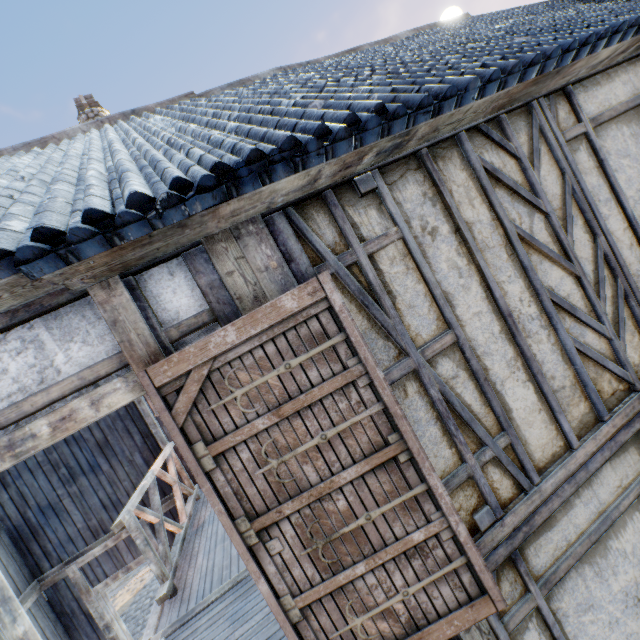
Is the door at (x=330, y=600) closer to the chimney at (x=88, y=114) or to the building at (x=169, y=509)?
the building at (x=169, y=509)

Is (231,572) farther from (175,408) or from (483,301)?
(483,301)

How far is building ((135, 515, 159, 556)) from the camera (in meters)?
6.63

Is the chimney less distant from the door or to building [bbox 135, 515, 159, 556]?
building [bbox 135, 515, 159, 556]

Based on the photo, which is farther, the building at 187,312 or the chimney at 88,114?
the chimney at 88,114

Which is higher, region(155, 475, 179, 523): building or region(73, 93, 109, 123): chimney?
region(73, 93, 109, 123): chimney

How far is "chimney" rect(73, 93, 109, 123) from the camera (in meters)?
7.55
